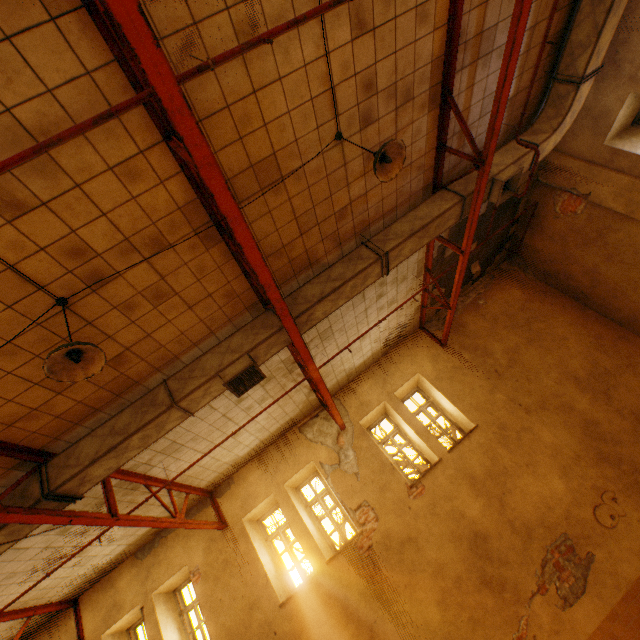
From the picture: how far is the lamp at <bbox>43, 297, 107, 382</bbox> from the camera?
2.9m

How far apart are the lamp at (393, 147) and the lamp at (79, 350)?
3.5 meters

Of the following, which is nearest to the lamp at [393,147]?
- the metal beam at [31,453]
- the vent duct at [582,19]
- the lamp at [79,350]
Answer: the vent duct at [582,19]

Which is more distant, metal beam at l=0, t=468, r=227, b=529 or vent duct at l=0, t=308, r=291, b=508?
vent duct at l=0, t=308, r=291, b=508

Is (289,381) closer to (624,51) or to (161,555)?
(161,555)

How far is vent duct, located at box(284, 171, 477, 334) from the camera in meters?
5.3

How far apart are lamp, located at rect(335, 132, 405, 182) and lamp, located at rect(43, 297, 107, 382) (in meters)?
3.52

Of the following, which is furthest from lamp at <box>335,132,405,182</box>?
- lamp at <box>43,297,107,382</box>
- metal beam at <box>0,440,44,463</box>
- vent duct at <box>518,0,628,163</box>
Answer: metal beam at <box>0,440,44,463</box>
